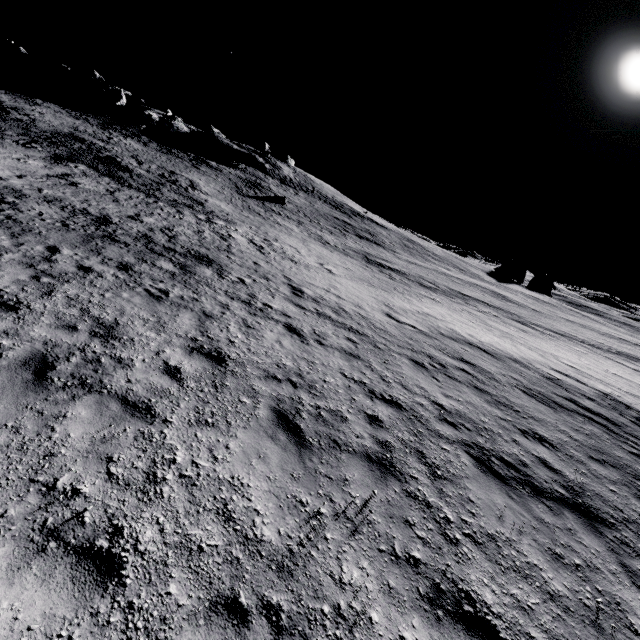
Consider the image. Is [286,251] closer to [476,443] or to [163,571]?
[476,443]

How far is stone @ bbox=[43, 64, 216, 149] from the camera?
51.72m

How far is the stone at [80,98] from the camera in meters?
51.7
